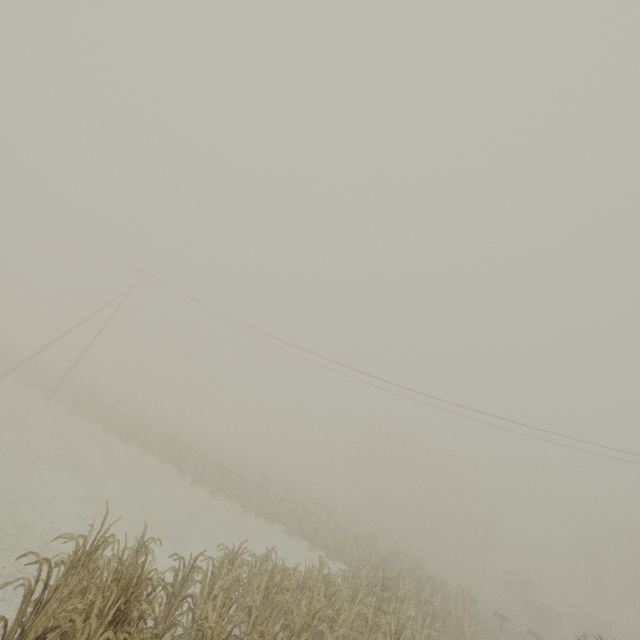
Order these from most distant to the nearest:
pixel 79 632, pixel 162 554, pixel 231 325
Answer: pixel 231 325, pixel 162 554, pixel 79 632

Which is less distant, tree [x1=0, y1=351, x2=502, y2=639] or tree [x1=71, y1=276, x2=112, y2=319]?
tree [x1=0, y1=351, x2=502, y2=639]

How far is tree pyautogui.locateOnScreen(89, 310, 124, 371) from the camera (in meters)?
56.53

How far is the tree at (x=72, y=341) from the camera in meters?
26.0

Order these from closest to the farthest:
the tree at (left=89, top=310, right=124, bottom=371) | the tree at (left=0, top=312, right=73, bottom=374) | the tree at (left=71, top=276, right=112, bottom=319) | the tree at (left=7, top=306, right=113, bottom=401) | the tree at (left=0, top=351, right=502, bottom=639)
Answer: the tree at (left=0, top=351, right=502, bottom=639) → the tree at (left=7, top=306, right=113, bottom=401) → the tree at (left=0, top=312, right=73, bottom=374) → the tree at (left=89, top=310, right=124, bottom=371) → the tree at (left=71, top=276, right=112, bottom=319)
